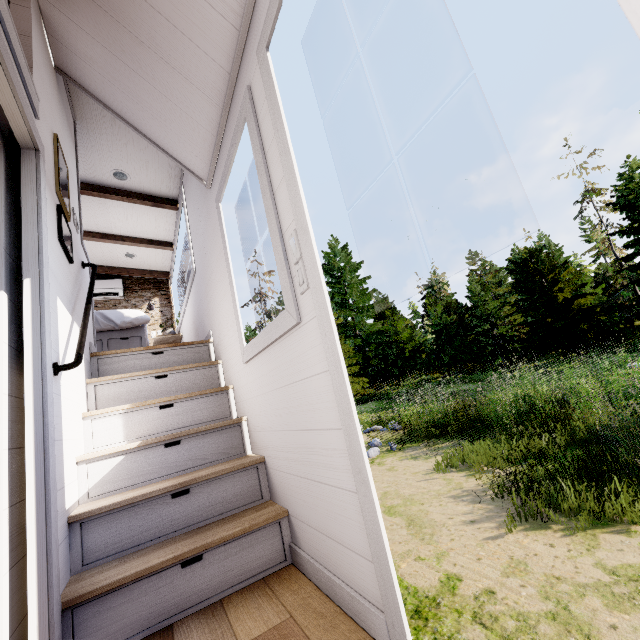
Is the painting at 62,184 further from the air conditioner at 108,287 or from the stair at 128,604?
the air conditioner at 108,287

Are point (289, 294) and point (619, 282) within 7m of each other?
no

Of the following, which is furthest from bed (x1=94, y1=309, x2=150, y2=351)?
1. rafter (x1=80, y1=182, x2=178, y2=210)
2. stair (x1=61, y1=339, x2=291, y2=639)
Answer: rafter (x1=80, y1=182, x2=178, y2=210)

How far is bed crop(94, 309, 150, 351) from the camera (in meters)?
3.74

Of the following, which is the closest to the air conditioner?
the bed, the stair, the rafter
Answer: the bed

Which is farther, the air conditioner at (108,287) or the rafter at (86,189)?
the air conditioner at (108,287)

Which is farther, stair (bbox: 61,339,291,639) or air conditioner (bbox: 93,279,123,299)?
air conditioner (bbox: 93,279,123,299)

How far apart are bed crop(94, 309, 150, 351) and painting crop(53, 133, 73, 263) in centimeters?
172cm
